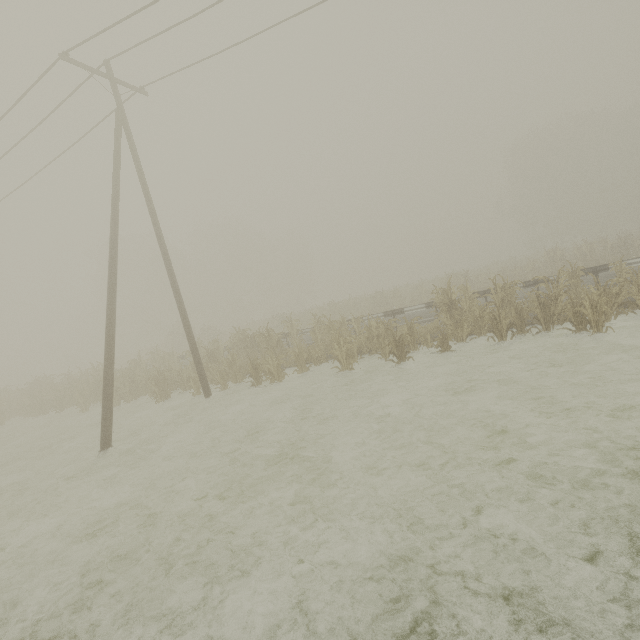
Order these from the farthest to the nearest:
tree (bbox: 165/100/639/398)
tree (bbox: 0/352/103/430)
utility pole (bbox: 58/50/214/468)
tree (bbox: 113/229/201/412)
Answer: tree (bbox: 0/352/103/430), tree (bbox: 113/229/201/412), tree (bbox: 165/100/639/398), utility pole (bbox: 58/50/214/468)

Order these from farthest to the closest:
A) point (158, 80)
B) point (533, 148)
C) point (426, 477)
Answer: point (533, 148)
point (158, 80)
point (426, 477)

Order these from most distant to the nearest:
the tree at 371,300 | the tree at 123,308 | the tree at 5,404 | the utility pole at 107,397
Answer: the tree at 5,404, the tree at 123,308, the tree at 371,300, the utility pole at 107,397

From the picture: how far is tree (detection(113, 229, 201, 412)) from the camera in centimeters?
1471cm

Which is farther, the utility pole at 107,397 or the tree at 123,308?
the tree at 123,308

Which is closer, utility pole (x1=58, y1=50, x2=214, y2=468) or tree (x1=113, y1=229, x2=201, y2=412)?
utility pole (x1=58, y1=50, x2=214, y2=468)

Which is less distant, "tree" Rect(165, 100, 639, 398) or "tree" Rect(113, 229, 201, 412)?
"tree" Rect(165, 100, 639, 398)
